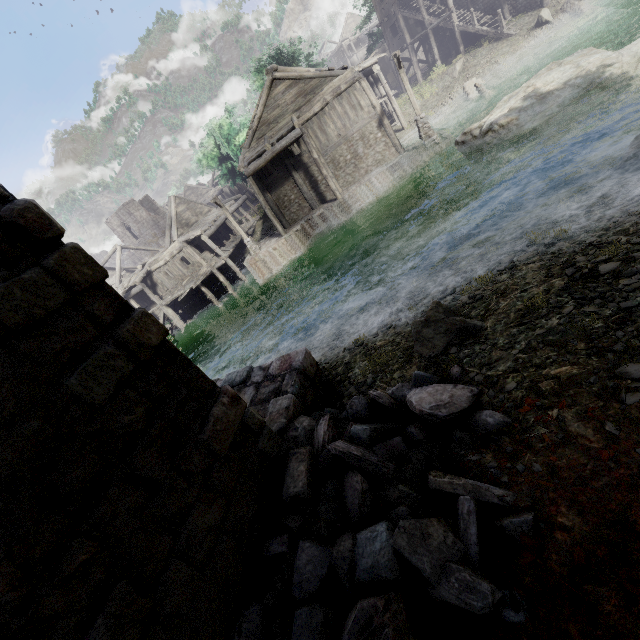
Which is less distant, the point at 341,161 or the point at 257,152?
the point at 257,152

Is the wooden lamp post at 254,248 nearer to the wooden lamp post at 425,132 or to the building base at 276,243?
the building base at 276,243

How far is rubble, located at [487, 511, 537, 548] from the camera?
2.50m

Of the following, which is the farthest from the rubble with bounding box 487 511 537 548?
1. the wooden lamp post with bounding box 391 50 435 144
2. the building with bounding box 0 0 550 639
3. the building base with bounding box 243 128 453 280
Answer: the wooden lamp post with bounding box 391 50 435 144

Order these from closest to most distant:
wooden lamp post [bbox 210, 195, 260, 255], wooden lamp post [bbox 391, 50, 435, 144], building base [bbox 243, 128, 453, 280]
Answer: wooden lamp post [bbox 391, 50, 435, 144], building base [bbox 243, 128, 453, 280], wooden lamp post [bbox 210, 195, 260, 255]

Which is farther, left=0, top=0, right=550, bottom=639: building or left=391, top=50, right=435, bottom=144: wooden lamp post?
left=391, top=50, right=435, bottom=144: wooden lamp post

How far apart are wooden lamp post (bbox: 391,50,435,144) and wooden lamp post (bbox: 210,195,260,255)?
13.0 meters

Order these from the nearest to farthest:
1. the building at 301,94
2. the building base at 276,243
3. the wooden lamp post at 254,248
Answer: the building at 301,94
the building base at 276,243
the wooden lamp post at 254,248
